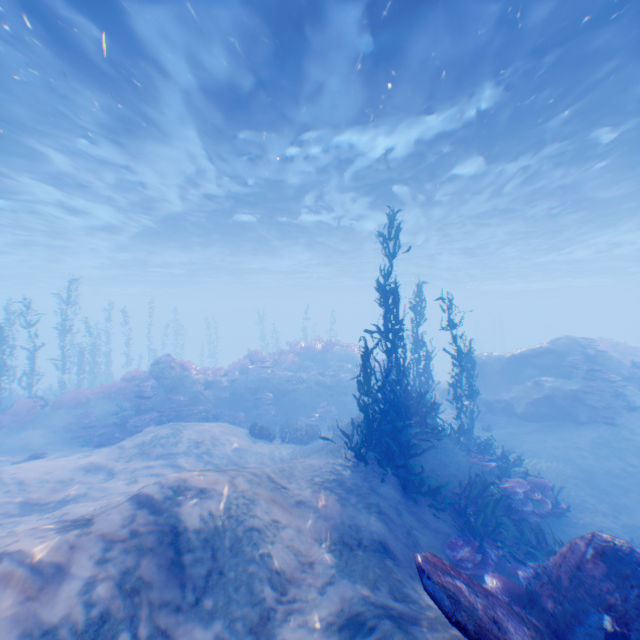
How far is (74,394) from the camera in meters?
16.0 m

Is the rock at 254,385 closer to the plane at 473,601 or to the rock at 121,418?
the rock at 121,418

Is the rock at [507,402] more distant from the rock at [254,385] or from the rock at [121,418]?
the rock at [121,418]

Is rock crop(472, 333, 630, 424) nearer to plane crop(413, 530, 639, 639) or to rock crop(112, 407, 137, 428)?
plane crop(413, 530, 639, 639)

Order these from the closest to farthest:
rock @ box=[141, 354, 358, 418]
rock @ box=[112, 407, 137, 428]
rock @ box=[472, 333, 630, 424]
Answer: rock @ box=[112, 407, 137, 428]
rock @ box=[472, 333, 630, 424]
rock @ box=[141, 354, 358, 418]

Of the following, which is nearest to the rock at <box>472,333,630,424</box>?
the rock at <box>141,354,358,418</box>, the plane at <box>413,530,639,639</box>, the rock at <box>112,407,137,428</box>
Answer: the plane at <box>413,530,639,639</box>
